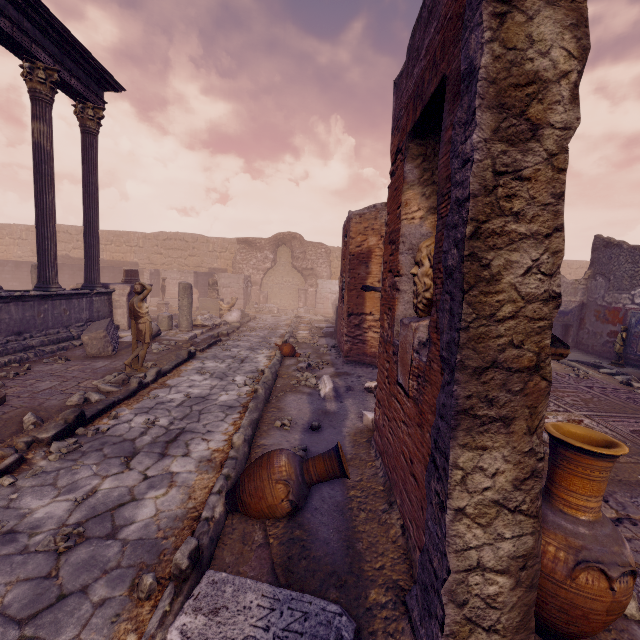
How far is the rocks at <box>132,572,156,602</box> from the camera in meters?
2.2 m

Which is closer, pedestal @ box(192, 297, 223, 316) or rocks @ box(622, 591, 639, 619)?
rocks @ box(622, 591, 639, 619)

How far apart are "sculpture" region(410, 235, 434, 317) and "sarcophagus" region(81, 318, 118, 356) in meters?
8.0 m

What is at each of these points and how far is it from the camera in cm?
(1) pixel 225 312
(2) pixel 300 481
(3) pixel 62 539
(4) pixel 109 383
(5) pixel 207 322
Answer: (1) sculpture, 1551
(2) vase, 288
(3) stone, 262
(4) rocks, 626
(5) building debris, 1218

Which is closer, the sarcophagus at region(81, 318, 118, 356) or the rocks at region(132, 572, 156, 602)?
the rocks at region(132, 572, 156, 602)

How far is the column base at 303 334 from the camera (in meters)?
11.50

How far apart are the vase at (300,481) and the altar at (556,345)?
1.14m

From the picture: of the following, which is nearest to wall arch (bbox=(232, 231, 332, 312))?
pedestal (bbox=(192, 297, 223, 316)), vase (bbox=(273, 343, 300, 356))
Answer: pedestal (bbox=(192, 297, 223, 316))
